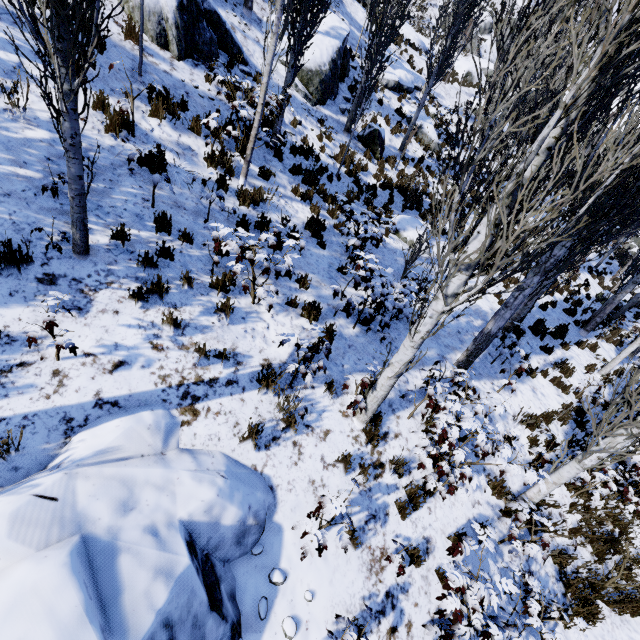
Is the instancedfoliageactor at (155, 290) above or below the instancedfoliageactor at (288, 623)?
above

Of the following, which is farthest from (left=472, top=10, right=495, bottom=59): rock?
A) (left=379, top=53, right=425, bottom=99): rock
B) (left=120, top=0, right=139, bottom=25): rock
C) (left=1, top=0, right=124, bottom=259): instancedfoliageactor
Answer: (left=120, top=0, right=139, bottom=25): rock

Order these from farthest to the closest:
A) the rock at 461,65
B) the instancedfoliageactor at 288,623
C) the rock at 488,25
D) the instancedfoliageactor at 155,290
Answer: the rock at 488,25, the rock at 461,65, the instancedfoliageactor at 155,290, the instancedfoliageactor at 288,623

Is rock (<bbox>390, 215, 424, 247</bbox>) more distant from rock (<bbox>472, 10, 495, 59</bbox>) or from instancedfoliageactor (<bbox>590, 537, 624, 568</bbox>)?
rock (<bbox>472, 10, 495, 59</bbox>)

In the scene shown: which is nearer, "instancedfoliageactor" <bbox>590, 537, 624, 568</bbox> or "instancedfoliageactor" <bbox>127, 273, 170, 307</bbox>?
"instancedfoliageactor" <bbox>127, 273, 170, 307</bbox>

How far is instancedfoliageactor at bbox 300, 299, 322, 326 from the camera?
5.9m

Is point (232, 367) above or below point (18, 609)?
below

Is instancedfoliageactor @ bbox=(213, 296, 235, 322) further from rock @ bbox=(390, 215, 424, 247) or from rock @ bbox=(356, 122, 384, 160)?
rock @ bbox=(390, 215, 424, 247)
